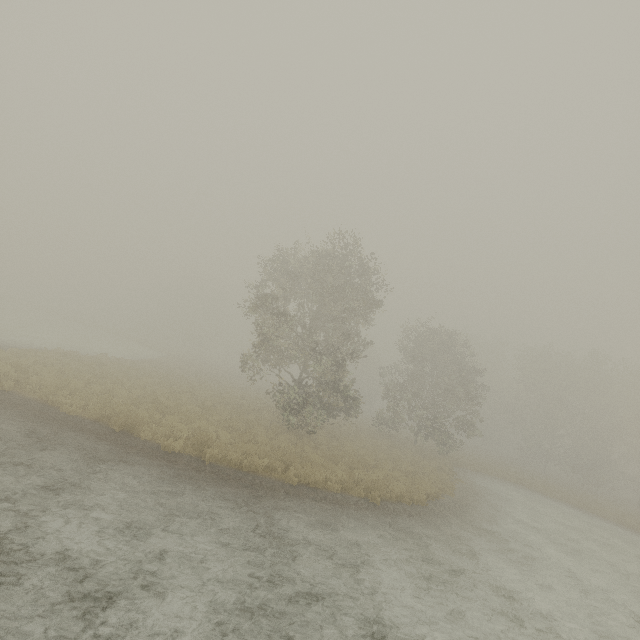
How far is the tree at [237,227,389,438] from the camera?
18.3m

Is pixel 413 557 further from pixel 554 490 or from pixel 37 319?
pixel 37 319

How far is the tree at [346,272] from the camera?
18.3 meters
